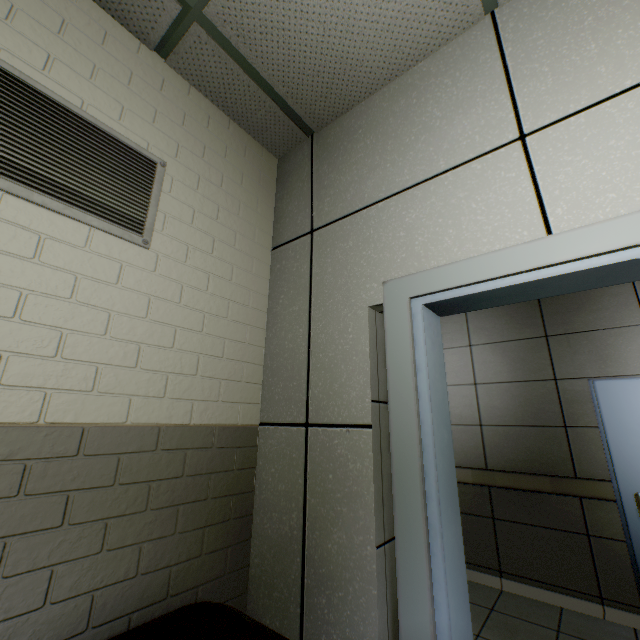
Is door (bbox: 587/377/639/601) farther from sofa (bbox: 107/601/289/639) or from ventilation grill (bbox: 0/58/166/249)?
ventilation grill (bbox: 0/58/166/249)

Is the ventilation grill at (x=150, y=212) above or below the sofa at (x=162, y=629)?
above

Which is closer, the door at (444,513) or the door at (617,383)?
the door at (444,513)

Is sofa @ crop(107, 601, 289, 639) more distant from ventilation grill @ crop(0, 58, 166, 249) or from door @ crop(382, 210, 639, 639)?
ventilation grill @ crop(0, 58, 166, 249)

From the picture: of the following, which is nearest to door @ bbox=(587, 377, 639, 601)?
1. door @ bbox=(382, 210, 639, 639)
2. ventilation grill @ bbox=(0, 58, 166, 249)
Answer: door @ bbox=(382, 210, 639, 639)

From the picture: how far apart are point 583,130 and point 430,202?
0.5m

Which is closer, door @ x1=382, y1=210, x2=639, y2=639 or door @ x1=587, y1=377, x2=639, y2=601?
door @ x1=382, y1=210, x2=639, y2=639
